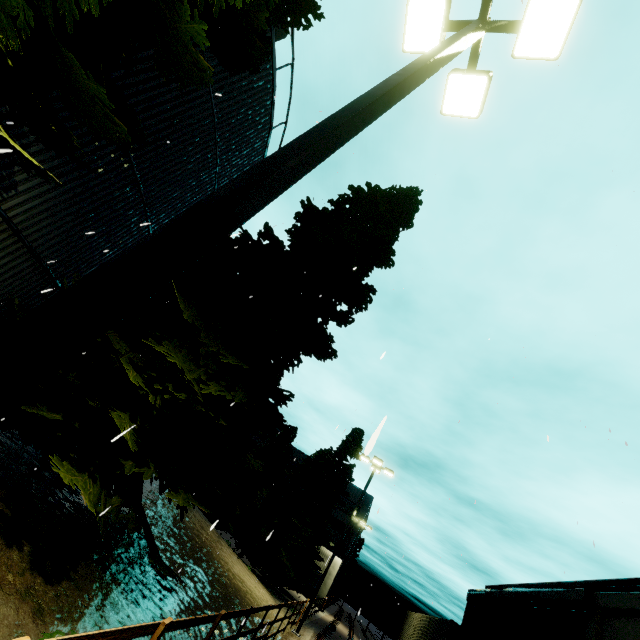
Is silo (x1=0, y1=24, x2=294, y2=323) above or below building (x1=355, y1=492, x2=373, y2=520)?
below

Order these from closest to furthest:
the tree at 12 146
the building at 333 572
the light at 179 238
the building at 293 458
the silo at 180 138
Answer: the light at 179 238 < the tree at 12 146 < the silo at 180 138 < the building at 333 572 < the building at 293 458

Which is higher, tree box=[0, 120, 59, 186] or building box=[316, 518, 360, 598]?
tree box=[0, 120, 59, 186]

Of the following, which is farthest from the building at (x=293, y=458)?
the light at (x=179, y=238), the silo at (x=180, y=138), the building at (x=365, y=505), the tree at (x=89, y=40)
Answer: the light at (x=179, y=238)

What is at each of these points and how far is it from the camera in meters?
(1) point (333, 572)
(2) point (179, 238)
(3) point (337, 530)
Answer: (1) building, 38.8
(2) light, 1.6
(3) building, 48.4

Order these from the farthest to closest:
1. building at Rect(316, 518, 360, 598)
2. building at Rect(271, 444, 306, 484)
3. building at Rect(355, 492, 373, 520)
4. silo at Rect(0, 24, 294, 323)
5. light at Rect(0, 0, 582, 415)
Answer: building at Rect(271, 444, 306, 484) < building at Rect(355, 492, 373, 520) < building at Rect(316, 518, 360, 598) < silo at Rect(0, 24, 294, 323) < light at Rect(0, 0, 582, 415)

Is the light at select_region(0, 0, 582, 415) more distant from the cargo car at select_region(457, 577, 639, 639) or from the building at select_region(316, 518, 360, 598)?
the building at select_region(316, 518, 360, 598)

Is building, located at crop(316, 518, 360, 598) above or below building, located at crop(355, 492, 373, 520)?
below
